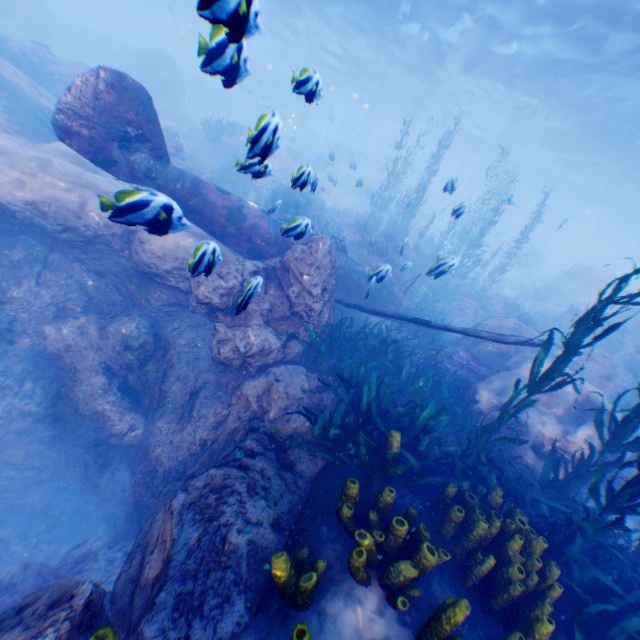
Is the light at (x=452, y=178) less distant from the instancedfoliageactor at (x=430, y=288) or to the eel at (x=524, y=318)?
the instancedfoliageactor at (x=430, y=288)

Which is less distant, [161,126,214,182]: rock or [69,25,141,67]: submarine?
[161,126,214,182]: rock

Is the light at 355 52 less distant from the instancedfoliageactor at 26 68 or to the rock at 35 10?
the rock at 35 10

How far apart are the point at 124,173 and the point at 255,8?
6.2 meters

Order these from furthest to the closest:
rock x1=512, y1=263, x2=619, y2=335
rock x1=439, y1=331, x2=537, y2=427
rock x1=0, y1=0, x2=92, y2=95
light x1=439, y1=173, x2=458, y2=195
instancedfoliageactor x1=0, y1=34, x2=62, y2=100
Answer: rock x1=512, y1=263, x2=619, y2=335 < rock x1=0, y1=0, x2=92, y2=95 < instancedfoliageactor x1=0, y1=34, x2=62, y2=100 < rock x1=439, y1=331, x2=537, y2=427 < light x1=439, y1=173, x2=458, y2=195

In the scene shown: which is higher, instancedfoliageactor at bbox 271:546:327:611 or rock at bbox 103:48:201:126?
rock at bbox 103:48:201:126

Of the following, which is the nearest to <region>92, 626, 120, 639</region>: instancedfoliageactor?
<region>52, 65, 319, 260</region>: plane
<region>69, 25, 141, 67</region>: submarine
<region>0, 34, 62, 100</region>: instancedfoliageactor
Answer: <region>0, 34, 62, 100</region>: instancedfoliageactor

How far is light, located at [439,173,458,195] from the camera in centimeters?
688cm
